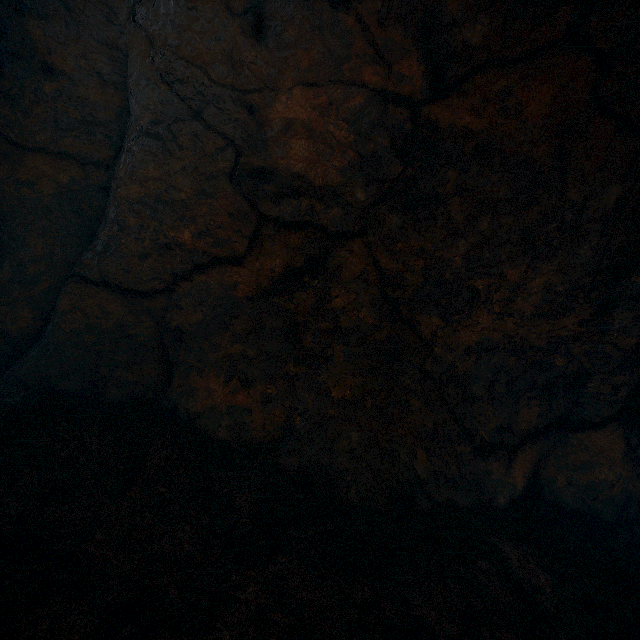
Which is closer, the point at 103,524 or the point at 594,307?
the point at 103,524
